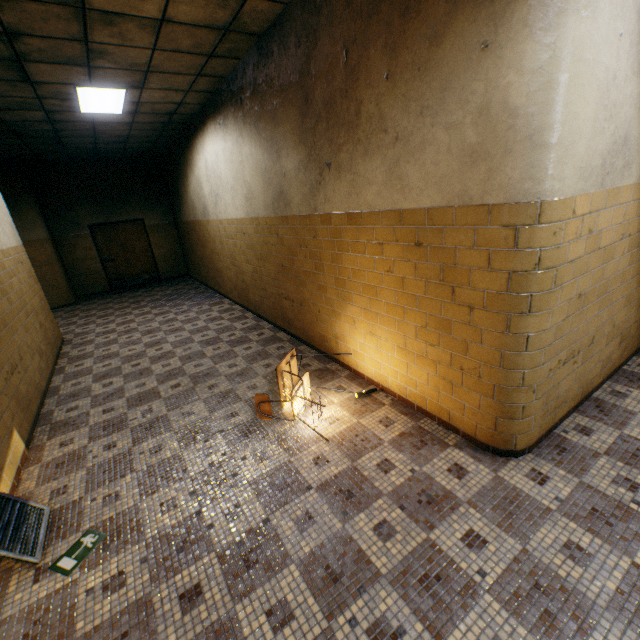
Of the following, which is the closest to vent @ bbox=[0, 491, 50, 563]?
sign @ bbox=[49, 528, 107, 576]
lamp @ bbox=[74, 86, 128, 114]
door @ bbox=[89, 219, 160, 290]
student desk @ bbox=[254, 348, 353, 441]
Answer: sign @ bbox=[49, 528, 107, 576]

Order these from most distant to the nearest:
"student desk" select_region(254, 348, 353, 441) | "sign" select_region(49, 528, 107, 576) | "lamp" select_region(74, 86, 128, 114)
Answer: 1. "lamp" select_region(74, 86, 128, 114)
2. "student desk" select_region(254, 348, 353, 441)
3. "sign" select_region(49, 528, 107, 576)

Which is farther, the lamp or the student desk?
the lamp

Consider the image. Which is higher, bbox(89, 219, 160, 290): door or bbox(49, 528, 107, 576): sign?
bbox(89, 219, 160, 290): door

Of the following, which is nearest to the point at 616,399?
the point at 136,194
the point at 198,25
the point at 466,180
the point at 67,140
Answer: the point at 466,180

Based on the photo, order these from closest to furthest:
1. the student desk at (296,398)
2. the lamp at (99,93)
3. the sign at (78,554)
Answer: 1. the sign at (78,554)
2. the student desk at (296,398)
3. the lamp at (99,93)

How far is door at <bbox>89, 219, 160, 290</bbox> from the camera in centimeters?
1055cm

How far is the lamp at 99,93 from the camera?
4.68m
